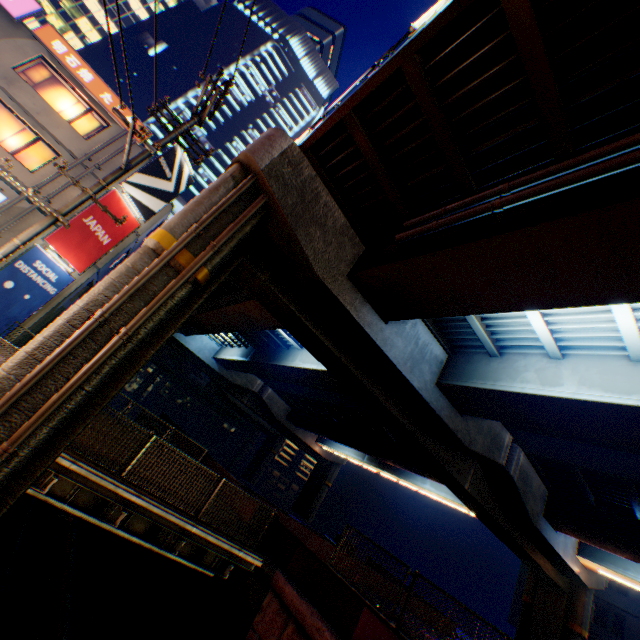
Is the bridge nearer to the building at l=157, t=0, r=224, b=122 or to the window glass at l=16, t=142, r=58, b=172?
the window glass at l=16, t=142, r=58, b=172

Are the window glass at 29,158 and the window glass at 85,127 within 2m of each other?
yes

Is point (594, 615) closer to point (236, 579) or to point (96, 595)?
point (236, 579)

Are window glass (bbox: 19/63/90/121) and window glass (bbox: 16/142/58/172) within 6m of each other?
yes

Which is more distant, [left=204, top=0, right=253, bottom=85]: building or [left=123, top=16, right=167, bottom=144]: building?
[left=204, top=0, right=253, bottom=85]: building

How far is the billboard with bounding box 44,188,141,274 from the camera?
15.95m

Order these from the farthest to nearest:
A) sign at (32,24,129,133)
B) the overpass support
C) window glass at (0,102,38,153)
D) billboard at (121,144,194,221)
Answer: billboard at (121,144,194,221) < sign at (32,24,129,133) < window glass at (0,102,38,153) < the overpass support

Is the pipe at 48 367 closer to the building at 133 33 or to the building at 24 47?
the building at 24 47
